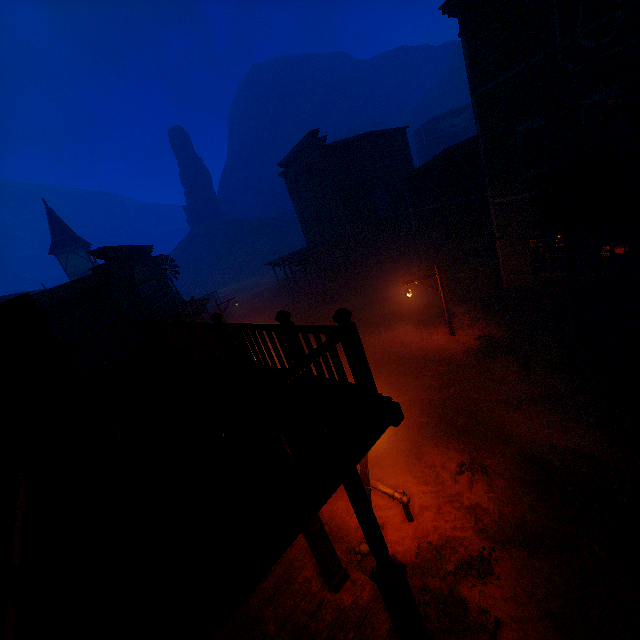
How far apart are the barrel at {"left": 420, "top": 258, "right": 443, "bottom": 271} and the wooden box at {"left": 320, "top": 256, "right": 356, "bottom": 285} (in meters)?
7.49

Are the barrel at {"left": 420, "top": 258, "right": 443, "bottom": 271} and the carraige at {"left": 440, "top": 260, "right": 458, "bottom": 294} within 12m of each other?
yes

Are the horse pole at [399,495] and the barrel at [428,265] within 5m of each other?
no

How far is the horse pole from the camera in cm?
681

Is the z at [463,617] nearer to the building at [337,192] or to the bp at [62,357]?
the building at [337,192]

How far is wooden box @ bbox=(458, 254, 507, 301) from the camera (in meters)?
15.87

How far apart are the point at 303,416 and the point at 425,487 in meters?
5.9

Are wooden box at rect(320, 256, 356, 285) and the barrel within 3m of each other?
no
